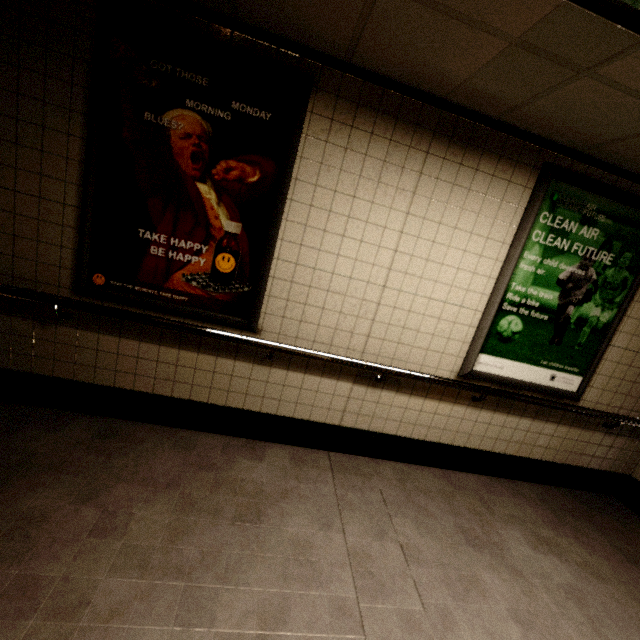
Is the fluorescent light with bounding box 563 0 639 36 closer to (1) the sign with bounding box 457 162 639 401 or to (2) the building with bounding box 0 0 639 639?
(2) the building with bounding box 0 0 639 639

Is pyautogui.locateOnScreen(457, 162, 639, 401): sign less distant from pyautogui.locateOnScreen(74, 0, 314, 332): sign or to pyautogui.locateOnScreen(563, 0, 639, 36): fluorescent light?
pyautogui.locateOnScreen(563, 0, 639, 36): fluorescent light

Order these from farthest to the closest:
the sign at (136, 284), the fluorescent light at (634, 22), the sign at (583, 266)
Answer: the sign at (583, 266)
the sign at (136, 284)
the fluorescent light at (634, 22)

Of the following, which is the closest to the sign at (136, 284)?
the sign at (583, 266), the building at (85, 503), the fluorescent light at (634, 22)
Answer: the building at (85, 503)

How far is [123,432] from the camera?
2.6 meters

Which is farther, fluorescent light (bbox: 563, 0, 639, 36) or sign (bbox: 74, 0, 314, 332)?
sign (bbox: 74, 0, 314, 332)

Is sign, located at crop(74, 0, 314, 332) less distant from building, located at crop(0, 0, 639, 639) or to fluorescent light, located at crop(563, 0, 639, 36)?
building, located at crop(0, 0, 639, 639)

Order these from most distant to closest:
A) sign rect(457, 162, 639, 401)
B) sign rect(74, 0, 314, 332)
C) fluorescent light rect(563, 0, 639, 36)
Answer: sign rect(457, 162, 639, 401) < sign rect(74, 0, 314, 332) < fluorescent light rect(563, 0, 639, 36)
